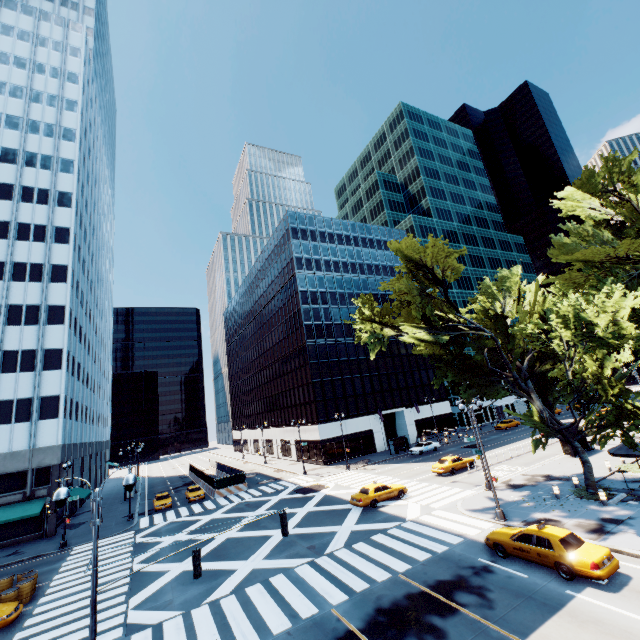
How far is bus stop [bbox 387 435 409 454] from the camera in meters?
48.6

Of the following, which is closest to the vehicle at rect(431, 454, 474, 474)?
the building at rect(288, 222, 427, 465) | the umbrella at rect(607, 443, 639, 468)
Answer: the umbrella at rect(607, 443, 639, 468)

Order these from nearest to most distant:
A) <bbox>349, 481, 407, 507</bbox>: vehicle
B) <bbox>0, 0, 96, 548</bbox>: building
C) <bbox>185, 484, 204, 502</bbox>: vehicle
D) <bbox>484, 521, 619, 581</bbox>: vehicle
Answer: <bbox>484, 521, 619, 581</bbox>: vehicle < <bbox>349, 481, 407, 507</bbox>: vehicle < <bbox>0, 0, 96, 548</bbox>: building < <bbox>185, 484, 204, 502</bbox>: vehicle

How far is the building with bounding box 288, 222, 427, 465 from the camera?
51.8 meters

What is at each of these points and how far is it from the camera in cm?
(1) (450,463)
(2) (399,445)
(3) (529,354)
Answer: (1) vehicle, 3319
(2) bus stop, 5016
(3) tree, 2455

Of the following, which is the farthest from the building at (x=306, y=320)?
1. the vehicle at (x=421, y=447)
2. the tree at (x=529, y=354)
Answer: the tree at (x=529, y=354)

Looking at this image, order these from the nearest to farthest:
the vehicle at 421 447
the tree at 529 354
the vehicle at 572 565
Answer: the vehicle at 572 565 → the tree at 529 354 → the vehicle at 421 447

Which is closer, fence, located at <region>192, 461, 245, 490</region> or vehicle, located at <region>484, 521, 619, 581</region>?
vehicle, located at <region>484, 521, 619, 581</region>
